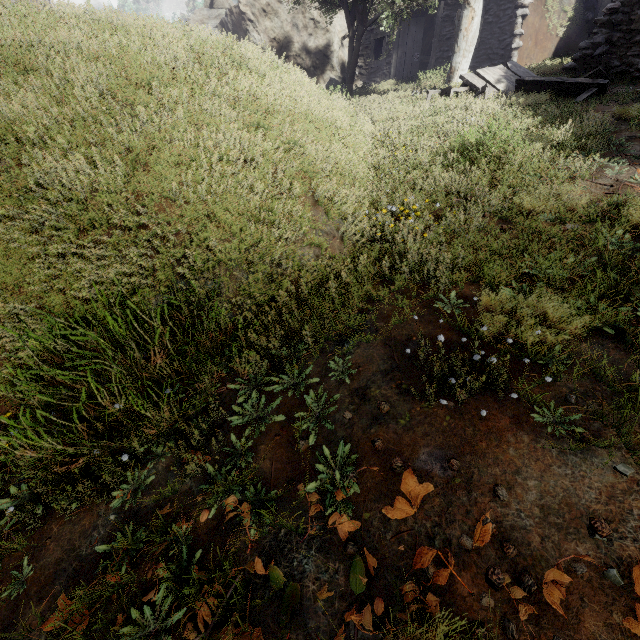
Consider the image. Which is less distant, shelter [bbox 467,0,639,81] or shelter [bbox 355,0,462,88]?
shelter [bbox 467,0,639,81]

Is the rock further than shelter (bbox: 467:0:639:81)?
Yes

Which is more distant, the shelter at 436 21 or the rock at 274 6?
the rock at 274 6

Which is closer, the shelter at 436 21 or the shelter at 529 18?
the shelter at 529 18

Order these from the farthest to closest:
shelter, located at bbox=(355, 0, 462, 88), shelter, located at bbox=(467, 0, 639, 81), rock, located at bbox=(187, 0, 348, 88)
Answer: rock, located at bbox=(187, 0, 348, 88) → shelter, located at bbox=(355, 0, 462, 88) → shelter, located at bbox=(467, 0, 639, 81)

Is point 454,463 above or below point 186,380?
above
